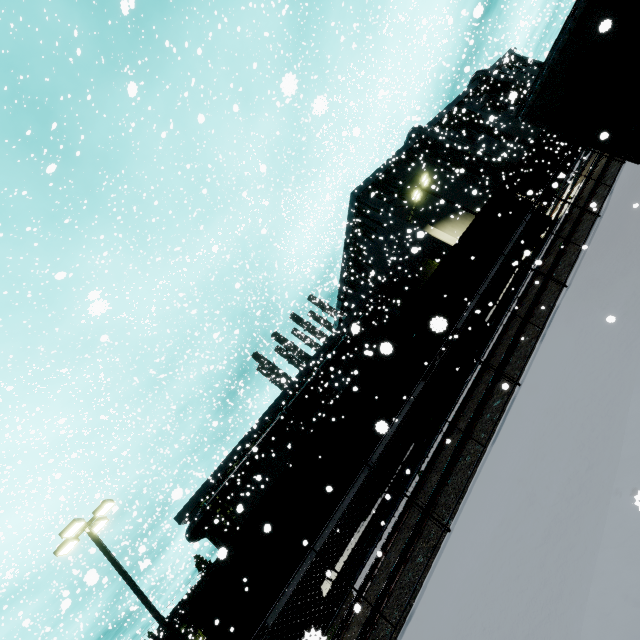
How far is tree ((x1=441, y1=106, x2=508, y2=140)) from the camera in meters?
37.2

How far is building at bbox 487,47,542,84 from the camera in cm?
3384

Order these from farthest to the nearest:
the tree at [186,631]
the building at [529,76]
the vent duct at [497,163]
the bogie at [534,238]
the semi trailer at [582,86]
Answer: the tree at [186,631], the building at [529,76], the vent duct at [497,163], the bogie at [534,238], the semi trailer at [582,86]

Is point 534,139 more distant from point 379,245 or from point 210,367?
point 210,367

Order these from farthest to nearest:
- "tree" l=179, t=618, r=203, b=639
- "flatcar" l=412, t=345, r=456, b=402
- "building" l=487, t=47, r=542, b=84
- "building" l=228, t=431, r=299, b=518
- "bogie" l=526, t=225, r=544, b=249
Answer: "tree" l=179, t=618, r=203, b=639
"building" l=487, t=47, r=542, b=84
"building" l=228, t=431, r=299, b=518
"bogie" l=526, t=225, r=544, b=249
"flatcar" l=412, t=345, r=456, b=402

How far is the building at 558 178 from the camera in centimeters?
841cm

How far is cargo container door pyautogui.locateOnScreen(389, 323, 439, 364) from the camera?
15.4m

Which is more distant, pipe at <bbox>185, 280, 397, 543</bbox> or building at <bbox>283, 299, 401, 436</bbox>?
pipe at <bbox>185, 280, 397, 543</bbox>
